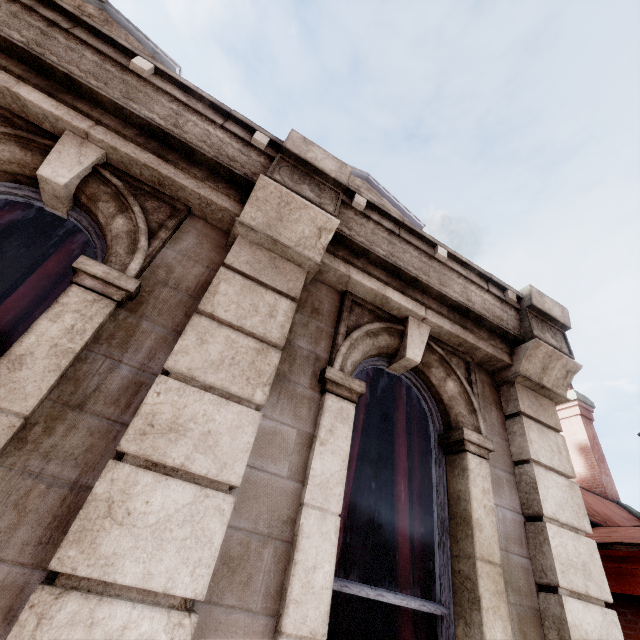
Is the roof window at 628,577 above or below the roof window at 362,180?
below

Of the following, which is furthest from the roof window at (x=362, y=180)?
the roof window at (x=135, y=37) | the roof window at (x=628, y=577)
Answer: the roof window at (x=628, y=577)

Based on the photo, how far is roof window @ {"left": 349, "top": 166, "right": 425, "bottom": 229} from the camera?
5.6m

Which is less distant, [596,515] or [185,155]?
[185,155]

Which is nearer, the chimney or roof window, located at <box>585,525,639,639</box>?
roof window, located at <box>585,525,639,639</box>

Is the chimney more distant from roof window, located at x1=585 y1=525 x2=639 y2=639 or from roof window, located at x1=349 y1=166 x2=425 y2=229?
roof window, located at x1=349 y1=166 x2=425 y2=229

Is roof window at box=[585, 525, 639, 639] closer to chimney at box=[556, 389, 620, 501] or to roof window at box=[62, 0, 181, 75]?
chimney at box=[556, 389, 620, 501]

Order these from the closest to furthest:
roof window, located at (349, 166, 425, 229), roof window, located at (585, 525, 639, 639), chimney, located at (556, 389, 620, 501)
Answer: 1. roof window, located at (585, 525, 639, 639)
2. roof window, located at (349, 166, 425, 229)
3. chimney, located at (556, 389, 620, 501)
